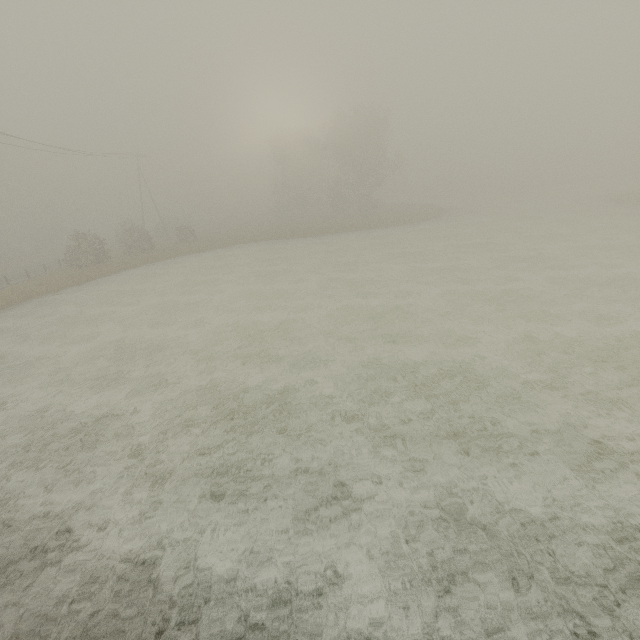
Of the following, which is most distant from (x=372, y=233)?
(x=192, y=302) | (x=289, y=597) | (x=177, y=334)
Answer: (x=289, y=597)
